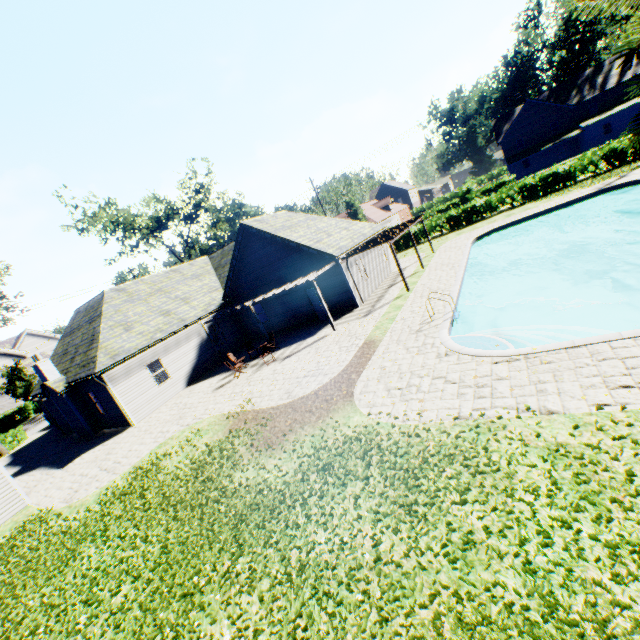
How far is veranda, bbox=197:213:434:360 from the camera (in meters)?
17.25

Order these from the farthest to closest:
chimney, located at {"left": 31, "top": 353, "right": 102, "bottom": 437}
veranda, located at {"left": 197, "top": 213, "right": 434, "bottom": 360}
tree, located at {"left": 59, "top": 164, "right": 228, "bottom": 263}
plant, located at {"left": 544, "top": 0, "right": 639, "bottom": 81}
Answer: tree, located at {"left": 59, "top": 164, "right": 228, "bottom": 263}
chimney, located at {"left": 31, "top": 353, "right": 102, "bottom": 437}
veranda, located at {"left": 197, "top": 213, "right": 434, "bottom": 360}
plant, located at {"left": 544, "top": 0, "right": 639, "bottom": 81}

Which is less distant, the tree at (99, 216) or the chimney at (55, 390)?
the chimney at (55, 390)

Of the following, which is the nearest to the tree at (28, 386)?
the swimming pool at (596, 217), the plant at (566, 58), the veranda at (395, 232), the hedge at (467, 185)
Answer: the hedge at (467, 185)

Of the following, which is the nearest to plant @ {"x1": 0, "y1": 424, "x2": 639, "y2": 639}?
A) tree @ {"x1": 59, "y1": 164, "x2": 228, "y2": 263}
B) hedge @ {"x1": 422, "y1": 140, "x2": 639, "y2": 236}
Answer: tree @ {"x1": 59, "y1": 164, "x2": 228, "y2": 263}

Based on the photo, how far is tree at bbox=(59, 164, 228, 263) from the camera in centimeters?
3703cm

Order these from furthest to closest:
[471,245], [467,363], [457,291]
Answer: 1. [471,245]
2. [457,291]
3. [467,363]
